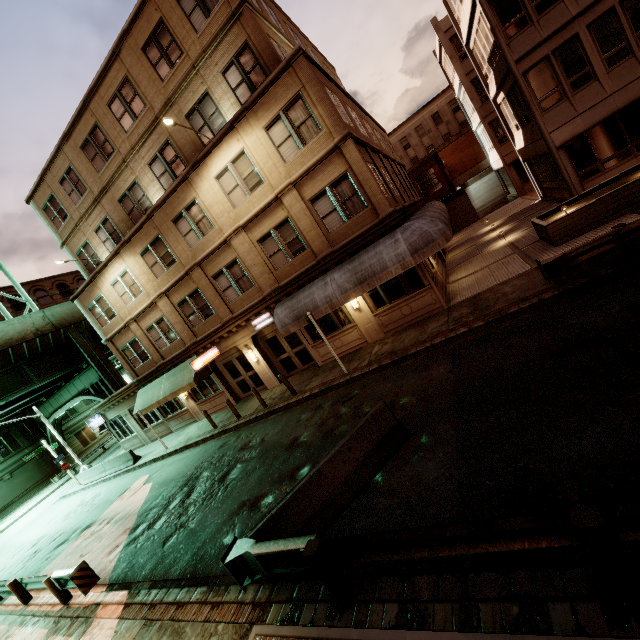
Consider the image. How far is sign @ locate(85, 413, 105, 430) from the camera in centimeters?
2522cm

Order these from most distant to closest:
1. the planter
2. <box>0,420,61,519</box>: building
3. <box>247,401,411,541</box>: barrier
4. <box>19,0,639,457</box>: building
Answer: <box>0,420,61,519</box>: building, <box>19,0,639,457</box>: building, the planter, <box>247,401,411,541</box>: barrier

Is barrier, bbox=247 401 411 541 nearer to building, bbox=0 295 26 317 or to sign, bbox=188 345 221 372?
sign, bbox=188 345 221 372

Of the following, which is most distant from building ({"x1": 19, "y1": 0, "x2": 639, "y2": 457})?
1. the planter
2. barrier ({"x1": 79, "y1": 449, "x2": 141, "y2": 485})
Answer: the planter

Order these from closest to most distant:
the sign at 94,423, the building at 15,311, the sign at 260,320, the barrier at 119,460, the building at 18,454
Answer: the sign at 260,320 → the barrier at 119,460 → the sign at 94,423 → the building at 18,454 → the building at 15,311

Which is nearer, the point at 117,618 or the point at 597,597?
the point at 597,597

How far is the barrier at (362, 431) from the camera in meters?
6.4 m

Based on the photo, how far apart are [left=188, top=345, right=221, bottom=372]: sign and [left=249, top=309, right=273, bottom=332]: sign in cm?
308
